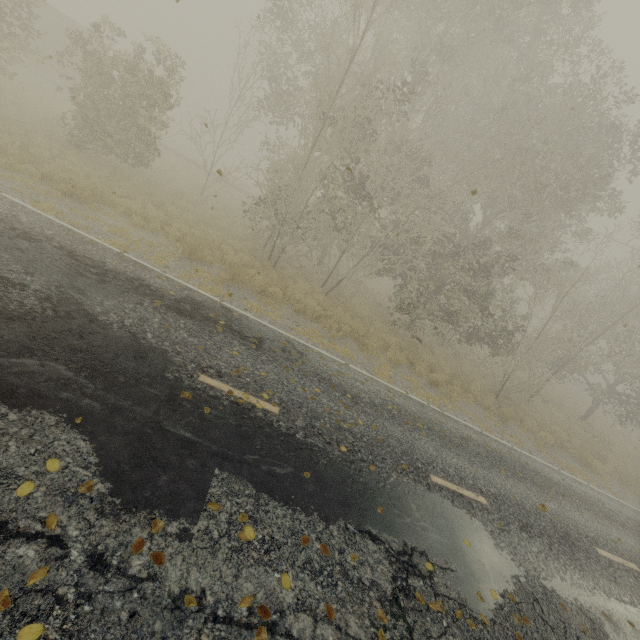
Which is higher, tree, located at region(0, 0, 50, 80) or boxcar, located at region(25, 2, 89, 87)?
boxcar, located at region(25, 2, 89, 87)

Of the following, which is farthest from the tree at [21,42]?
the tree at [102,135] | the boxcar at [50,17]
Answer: the boxcar at [50,17]

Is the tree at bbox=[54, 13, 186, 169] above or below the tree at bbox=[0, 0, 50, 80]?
below

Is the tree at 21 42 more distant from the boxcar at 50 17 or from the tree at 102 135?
the boxcar at 50 17

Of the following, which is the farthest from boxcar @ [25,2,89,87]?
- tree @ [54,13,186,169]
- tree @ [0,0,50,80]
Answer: tree @ [54,13,186,169]

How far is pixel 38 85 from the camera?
22.0 meters
